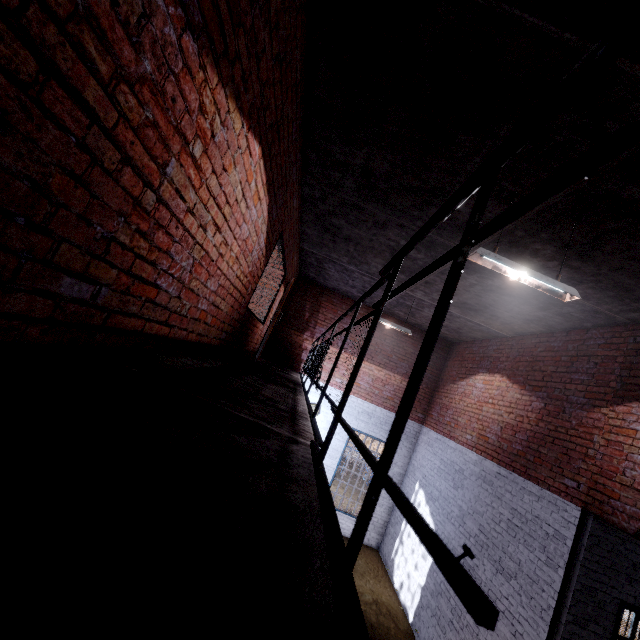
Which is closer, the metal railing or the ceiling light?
the metal railing

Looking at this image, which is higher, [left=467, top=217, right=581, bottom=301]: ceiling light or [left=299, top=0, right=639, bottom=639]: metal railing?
[left=467, top=217, right=581, bottom=301]: ceiling light

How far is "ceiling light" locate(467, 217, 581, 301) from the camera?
3.30m

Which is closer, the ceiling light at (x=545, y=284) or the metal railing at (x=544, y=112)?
the metal railing at (x=544, y=112)

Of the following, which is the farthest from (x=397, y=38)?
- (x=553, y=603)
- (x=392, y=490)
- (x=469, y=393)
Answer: (x=469, y=393)

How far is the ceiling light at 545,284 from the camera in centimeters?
330cm
